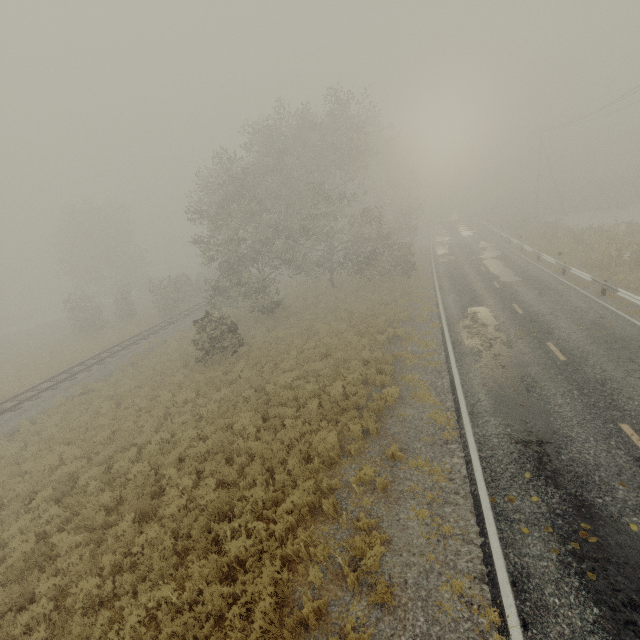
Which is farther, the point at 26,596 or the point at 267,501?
the point at 267,501

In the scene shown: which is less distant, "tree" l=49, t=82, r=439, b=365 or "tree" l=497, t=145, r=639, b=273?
"tree" l=497, t=145, r=639, b=273

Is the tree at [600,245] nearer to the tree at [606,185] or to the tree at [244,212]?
the tree at [606,185]

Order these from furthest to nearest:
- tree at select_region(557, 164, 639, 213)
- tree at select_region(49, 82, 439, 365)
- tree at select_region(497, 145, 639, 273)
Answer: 1. tree at select_region(557, 164, 639, 213)
2. tree at select_region(49, 82, 439, 365)
3. tree at select_region(497, 145, 639, 273)

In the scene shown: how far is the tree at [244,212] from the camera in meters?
21.5 m

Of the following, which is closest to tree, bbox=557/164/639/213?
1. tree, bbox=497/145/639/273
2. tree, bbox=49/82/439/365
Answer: tree, bbox=497/145/639/273
